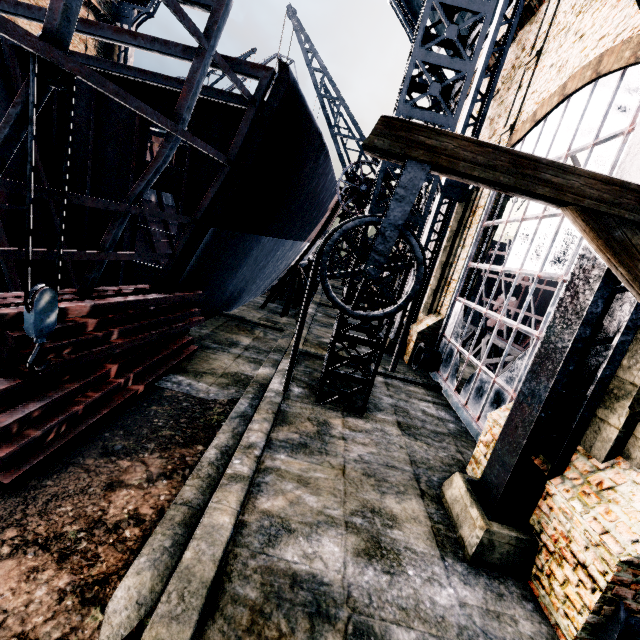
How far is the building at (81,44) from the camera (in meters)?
23.75

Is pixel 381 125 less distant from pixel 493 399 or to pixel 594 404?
pixel 594 404

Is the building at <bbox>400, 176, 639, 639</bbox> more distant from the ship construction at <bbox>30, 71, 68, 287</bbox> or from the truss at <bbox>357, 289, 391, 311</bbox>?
the ship construction at <bbox>30, 71, 68, 287</bbox>

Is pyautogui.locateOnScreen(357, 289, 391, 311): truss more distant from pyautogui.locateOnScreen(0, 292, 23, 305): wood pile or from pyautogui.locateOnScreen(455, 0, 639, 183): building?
pyautogui.locateOnScreen(0, 292, 23, 305): wood pile

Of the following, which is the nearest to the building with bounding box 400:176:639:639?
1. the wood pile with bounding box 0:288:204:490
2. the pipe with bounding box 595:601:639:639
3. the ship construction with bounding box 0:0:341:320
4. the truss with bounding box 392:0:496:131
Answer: the pipe with bounding box 595:601:639:639

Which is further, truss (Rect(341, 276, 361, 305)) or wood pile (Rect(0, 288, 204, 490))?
truss (Rect(341, 276, 361, 305))

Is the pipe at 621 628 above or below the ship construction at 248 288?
below

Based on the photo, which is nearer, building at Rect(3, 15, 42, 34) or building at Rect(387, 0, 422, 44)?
building at Rect(3, 15, 42, 34)
